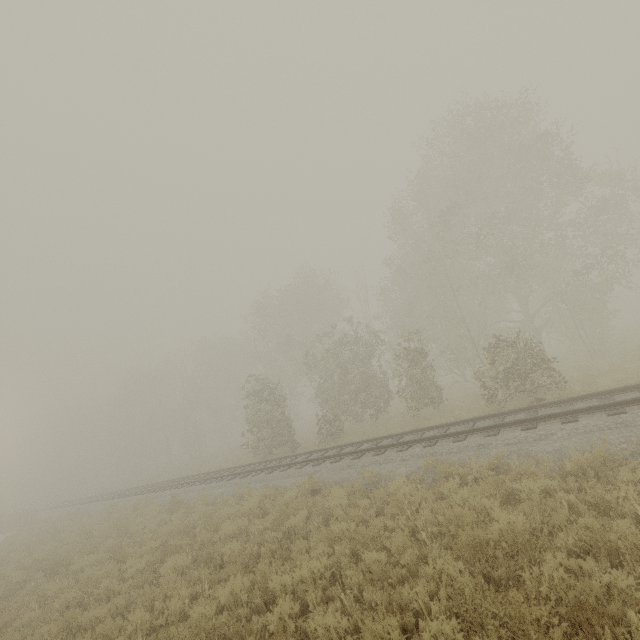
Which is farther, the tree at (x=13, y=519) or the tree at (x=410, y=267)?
the tree at (x=13, y=519)

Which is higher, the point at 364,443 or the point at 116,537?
the point at 364,443

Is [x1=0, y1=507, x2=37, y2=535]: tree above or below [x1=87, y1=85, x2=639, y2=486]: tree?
below

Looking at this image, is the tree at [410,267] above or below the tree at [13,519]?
above

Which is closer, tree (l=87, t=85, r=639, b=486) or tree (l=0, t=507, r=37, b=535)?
tree (l=87, t=85, r=639, b=486)
